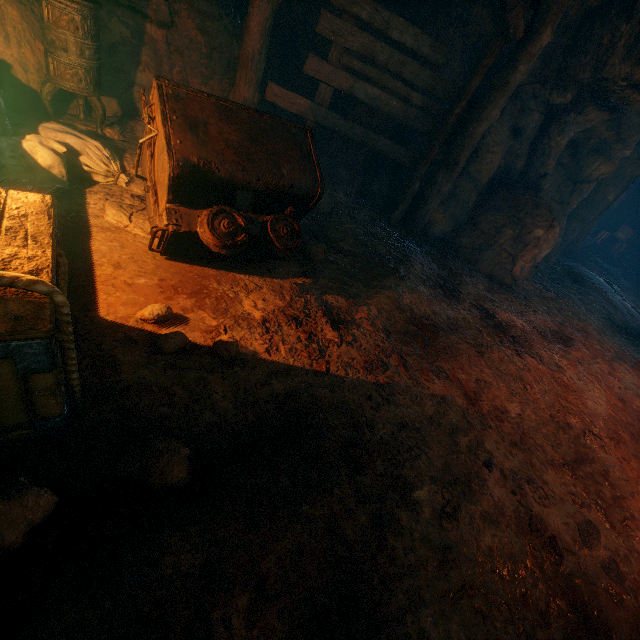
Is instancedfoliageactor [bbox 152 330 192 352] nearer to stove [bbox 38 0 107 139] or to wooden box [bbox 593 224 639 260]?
stove [bbox 38 0 107 139]

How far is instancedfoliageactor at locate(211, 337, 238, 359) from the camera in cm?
238

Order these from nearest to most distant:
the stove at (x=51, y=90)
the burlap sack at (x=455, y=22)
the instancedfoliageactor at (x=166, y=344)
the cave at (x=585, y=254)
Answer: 1. the instancedfoliageactor at (x=166, y=344)
2. the stove at (x=51, y=90)
3. the burlap sack at (x=455, y=22)
4. the cave at (x=585, y=254)

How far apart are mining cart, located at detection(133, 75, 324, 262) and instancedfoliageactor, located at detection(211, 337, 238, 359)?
0.7m

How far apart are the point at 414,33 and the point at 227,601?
6.2m

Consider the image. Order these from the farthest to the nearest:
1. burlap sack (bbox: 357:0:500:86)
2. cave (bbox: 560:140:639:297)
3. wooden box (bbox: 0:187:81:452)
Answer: cave (bbox: 560:140:639:297)
burlap sack (bbox: 357:0:500:86)
wooden box (bbox: 0:187:81:452)

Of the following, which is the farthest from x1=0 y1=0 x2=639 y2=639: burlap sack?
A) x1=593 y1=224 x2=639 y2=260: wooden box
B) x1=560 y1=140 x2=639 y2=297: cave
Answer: x1=593 y1=224 x2=639 y2=260: wooden box

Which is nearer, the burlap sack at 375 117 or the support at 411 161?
the support at 411 161
